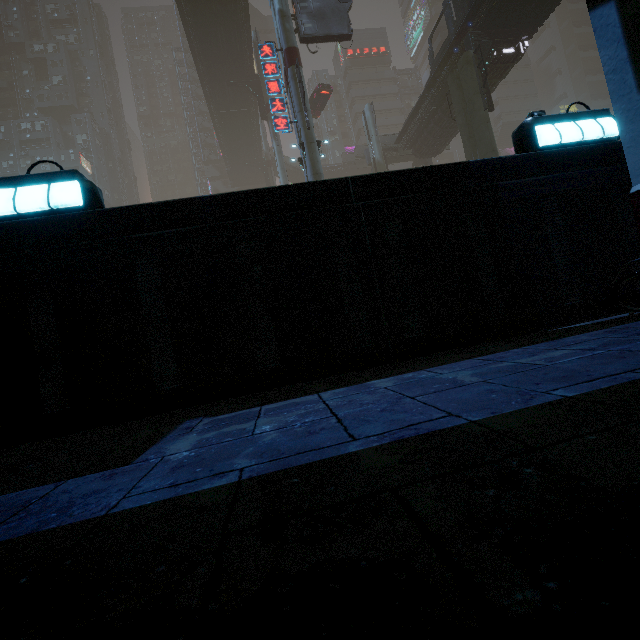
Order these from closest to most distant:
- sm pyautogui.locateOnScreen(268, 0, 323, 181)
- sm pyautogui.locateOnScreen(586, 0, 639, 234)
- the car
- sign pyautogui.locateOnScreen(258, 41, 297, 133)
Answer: sm pyautogui.locateOnScreen(586, 0, 639, 234), sm pyautogui.locateOnScreen(268, 0, 323, 181), sign pyautogui.locateOnScreen(258, 41, 297, 133), the car

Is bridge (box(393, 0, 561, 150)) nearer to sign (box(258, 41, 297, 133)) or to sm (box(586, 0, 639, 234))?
sm (box(586, 0, 639, 234))

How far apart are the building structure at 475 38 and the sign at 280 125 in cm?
1188

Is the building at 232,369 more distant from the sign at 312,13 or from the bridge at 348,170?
the sign at 312,13

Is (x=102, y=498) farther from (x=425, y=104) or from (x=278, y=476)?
(x=425, y=104)

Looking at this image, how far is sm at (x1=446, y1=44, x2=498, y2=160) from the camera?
18.5m

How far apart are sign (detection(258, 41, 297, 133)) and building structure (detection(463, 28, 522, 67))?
11.9m

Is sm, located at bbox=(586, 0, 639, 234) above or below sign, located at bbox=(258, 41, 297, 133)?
below
